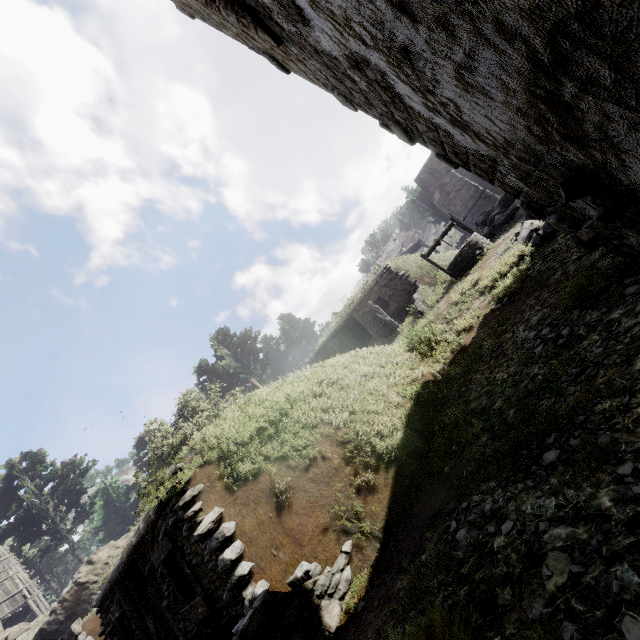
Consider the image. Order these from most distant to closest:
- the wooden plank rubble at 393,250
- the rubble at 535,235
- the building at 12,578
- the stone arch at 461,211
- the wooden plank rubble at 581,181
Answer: the wooden plank rubble at 393,250 → the stone arch at 461,211 → the building at 12,578 → the rubble at 535,235 → the wooden plank rubble at 581,181

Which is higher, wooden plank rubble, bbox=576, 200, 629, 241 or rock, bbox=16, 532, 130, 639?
rock, bbox=16, 532, 130, 639

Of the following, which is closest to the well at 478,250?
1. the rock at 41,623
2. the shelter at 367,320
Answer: the shelter at 367,320

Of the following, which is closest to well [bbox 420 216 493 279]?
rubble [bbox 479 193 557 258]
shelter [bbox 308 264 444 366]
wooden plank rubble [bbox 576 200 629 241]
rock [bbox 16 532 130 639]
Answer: rubble [bbox 479 193 557 258]

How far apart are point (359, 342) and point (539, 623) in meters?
18.1

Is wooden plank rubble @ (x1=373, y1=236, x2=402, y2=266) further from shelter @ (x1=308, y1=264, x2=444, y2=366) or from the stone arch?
shelter @ (x1=308, y1=264, x2=444, y2=366)

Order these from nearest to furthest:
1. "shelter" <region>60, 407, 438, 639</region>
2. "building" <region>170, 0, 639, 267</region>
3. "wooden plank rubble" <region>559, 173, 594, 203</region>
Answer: "building" <region>170, 0, 639, 267</region> → "wooden plank rubble" <region>559, 173, 594, 203</region> → "shelter" <region>60, 407, 438, 639</region>

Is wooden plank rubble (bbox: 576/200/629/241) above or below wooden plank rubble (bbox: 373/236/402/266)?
below
